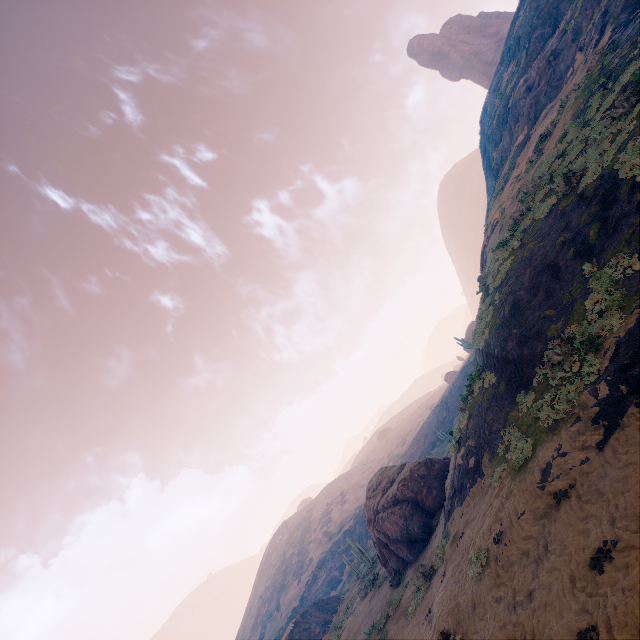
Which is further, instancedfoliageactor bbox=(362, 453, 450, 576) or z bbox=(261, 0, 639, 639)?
instancedfoliageactor bbox=(362, 453, 450, 576)

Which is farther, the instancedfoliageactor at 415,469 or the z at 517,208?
the instancedfoliageactor at 415,469

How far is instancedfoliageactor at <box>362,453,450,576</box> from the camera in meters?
19.2 m

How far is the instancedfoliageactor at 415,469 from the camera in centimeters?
1917cm

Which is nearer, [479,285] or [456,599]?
[456,599]
